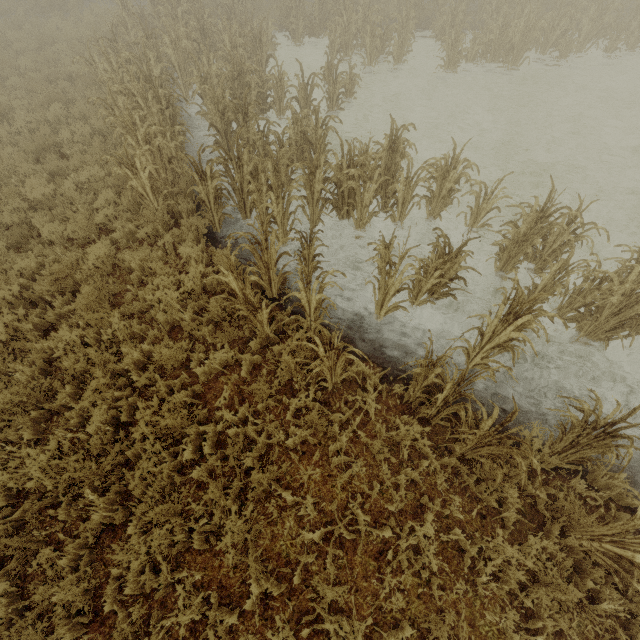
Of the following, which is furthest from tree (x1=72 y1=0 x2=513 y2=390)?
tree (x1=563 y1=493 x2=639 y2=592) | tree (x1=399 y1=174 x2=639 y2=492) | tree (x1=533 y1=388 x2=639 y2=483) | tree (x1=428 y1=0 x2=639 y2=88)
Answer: tree (x1=428 y1=0 x2=639 y2=88)

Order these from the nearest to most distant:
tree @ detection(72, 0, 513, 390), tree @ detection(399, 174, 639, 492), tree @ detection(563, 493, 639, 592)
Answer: tree @ detection(563, 493, 639, 592)
tree @ detection(399, 174, 639, 492)
tree @ detection(72, 0, 513, 390)

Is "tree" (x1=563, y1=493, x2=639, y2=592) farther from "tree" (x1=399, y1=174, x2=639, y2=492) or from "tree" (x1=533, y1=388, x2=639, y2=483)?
"tree" (x1=399, y1=174, x2=639, y2=492)

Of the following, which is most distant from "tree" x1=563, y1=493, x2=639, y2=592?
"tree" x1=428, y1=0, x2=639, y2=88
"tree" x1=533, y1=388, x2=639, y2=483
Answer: "tree" x1=428, y1=0, x2=639, y2=88

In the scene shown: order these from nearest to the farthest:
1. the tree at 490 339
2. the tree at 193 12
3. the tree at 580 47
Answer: the tree at 490 339 < the tree at 193 12 < the tree at 580 47

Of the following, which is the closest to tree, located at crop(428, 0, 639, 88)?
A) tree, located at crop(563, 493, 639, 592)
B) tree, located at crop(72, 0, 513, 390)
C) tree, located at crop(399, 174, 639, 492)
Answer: tree, located at crop(563, 493, 639, 592)

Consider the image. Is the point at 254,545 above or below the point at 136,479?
below

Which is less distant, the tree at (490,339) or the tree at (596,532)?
the tree at (596,532)
